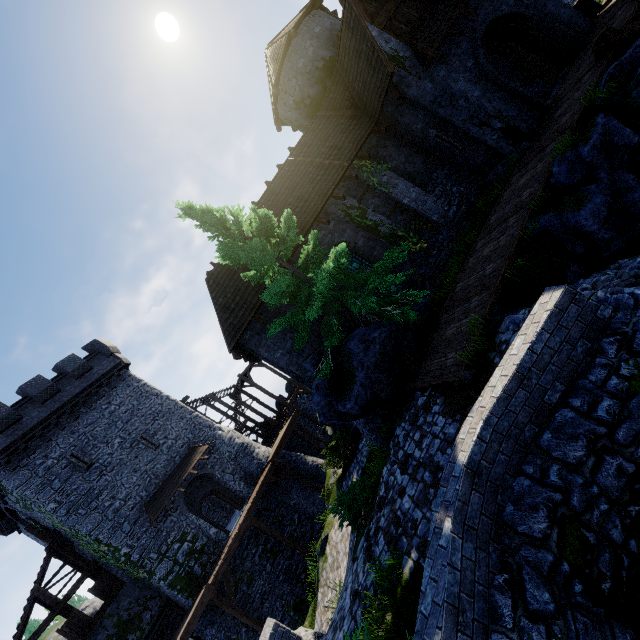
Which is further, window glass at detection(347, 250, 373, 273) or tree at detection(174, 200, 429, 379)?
window glass at detection(347, 250, 373, 273)

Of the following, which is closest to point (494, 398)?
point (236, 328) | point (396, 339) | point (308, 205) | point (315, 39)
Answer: point (396, 339)

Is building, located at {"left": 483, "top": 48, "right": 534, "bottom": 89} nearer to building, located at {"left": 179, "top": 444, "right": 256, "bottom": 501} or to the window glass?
the window glass

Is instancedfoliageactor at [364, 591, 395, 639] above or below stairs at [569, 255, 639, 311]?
above

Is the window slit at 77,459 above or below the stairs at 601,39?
above

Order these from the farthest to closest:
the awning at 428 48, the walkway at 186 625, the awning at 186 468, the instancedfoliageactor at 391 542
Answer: the awning at 186 468
the walkway at 186 625
the awning at 428 48
the instancedfoliageactor at 391 542

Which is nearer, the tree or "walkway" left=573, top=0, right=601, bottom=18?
the tree

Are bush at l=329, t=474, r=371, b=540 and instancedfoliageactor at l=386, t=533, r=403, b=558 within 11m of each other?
yes
